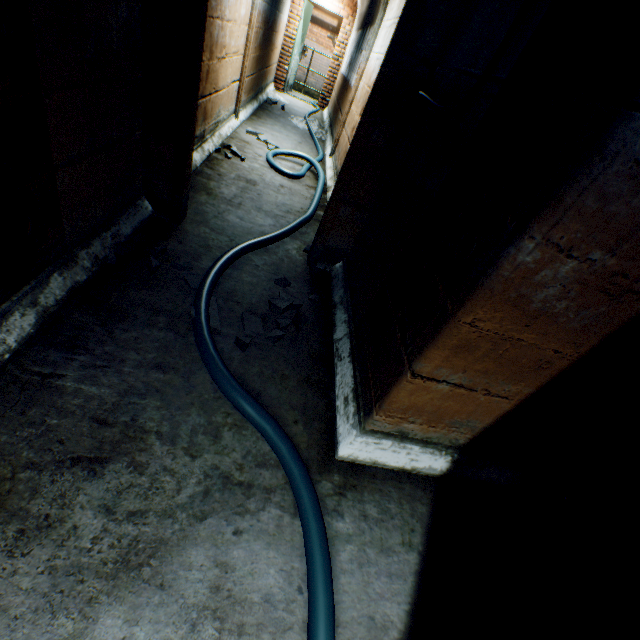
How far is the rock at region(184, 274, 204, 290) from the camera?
2.11m

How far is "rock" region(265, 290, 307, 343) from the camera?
2.0m

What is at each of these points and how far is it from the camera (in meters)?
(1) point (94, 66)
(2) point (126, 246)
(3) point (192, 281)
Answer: (1) building tunnel, 1.54
(2) rock, 2.11
(3) rock, 2.12

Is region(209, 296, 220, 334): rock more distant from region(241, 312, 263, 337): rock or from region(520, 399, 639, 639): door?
region(520, 399, 639, 639): door

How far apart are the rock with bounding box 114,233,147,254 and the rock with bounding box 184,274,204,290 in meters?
0.2 m

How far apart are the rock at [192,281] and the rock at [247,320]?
0.4m

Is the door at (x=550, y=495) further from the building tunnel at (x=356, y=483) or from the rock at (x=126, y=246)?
the rock at (x=126, y=246)

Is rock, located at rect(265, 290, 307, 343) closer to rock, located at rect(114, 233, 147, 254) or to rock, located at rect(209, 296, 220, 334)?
rock, located at rect(209, 296, 220, 334)
